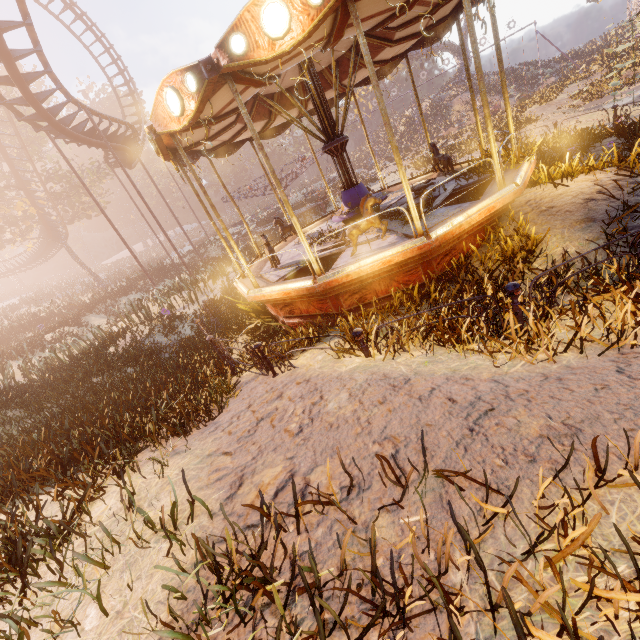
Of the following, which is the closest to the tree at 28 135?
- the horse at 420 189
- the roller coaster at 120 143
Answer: the roller coaster at 120 143

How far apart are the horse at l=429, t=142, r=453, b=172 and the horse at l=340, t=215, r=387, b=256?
4.5m

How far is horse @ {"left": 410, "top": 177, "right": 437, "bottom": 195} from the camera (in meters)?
8.27

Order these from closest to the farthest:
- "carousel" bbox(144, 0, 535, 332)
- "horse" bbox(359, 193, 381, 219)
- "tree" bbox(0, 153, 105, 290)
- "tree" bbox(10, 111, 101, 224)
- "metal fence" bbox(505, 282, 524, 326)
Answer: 1. "metal fence" bbox(505, 282, 524, 326)
2. "carousel" bbox(144, 0, 535, 332)
3. "horse" bbox(359, 193, 381, 219)
4. "tree" bbox(0, 153, 105, 290)
5. "tree" bbox(10, 111, 101, 224)

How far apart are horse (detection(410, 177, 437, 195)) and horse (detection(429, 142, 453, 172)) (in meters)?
0.74

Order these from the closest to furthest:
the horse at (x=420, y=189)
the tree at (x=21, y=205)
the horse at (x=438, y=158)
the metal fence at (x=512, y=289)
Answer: the metal fence at (x=512, y=289) < the horse at (x=420, y=189) < the horse at (x=438, y=158) < the tree at (x=21, y=205)

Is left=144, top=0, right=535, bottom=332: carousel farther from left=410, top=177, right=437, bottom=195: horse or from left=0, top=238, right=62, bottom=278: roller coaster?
left=0, top=238, right=62, bottom=278: roller coaster

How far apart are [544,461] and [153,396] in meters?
6.1
